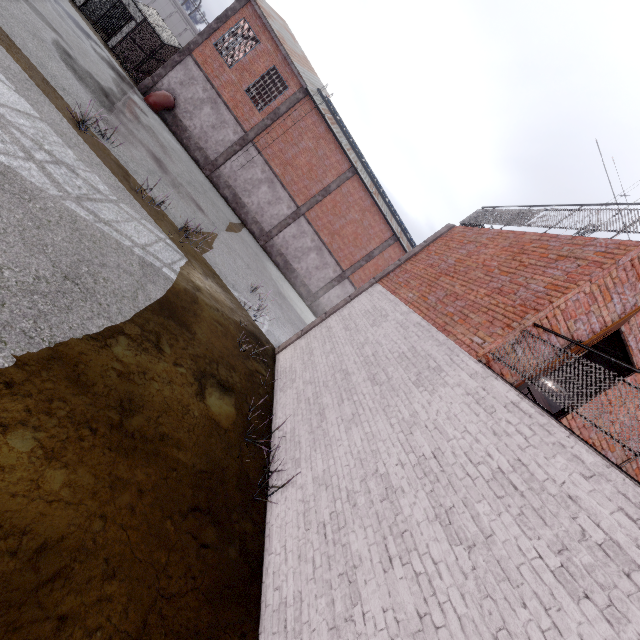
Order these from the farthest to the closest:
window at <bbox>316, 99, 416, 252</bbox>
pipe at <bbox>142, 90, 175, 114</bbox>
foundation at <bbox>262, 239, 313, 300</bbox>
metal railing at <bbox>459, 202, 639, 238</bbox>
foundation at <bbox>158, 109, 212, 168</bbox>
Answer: foundation at <bbox>262, 239, 313, 300</bbox>, window at <bbox>316, 99, 416, 252</bbox>, foundation at <bbox>158, 109, 212, 168</bbox>, pipe at <bbox>142, 90, 175, 114</bbox>, metal railing at <bbox>459, 202, 639, 238</bbox>

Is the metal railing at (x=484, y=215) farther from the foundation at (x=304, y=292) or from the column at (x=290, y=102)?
the column at (x=290, y=102)

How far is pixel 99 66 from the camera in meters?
14.9 m

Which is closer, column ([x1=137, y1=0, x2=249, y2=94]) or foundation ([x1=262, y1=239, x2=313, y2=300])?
column ([x1=137, y1=0, x2=249, y2=94])

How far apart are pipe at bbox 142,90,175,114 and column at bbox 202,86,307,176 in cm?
369

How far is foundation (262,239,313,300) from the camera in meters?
24.7 m

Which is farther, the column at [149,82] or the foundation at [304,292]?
the foundation at [304,292]

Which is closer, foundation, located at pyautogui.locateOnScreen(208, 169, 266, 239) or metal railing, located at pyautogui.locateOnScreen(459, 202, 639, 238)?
metal railing, located at pyautogui.locateOnScreen(459, 202, 639, 238)
